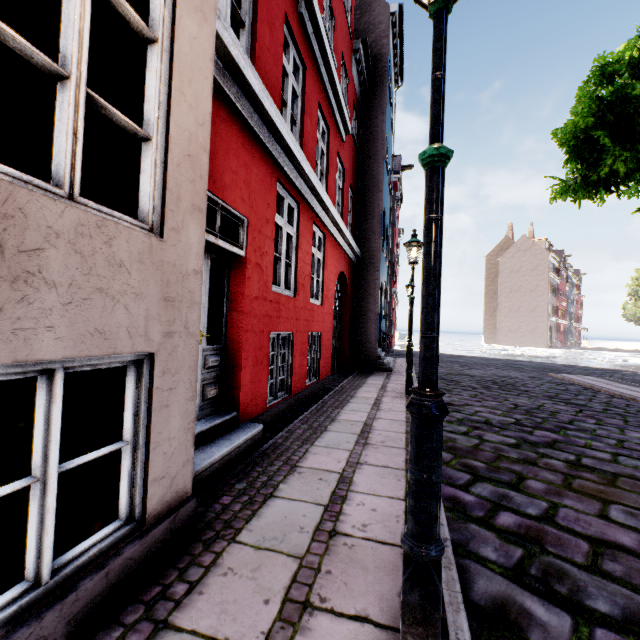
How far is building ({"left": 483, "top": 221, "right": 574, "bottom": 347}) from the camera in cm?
4584

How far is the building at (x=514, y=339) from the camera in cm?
4584

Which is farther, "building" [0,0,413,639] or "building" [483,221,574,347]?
"building" [483,221,574,347]

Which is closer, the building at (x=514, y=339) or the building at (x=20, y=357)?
the building at (x=20, y=357)

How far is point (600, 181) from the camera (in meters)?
6.65
